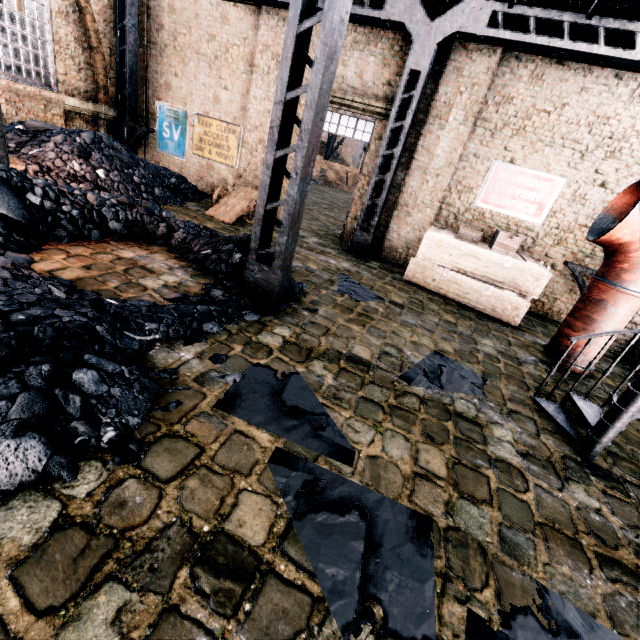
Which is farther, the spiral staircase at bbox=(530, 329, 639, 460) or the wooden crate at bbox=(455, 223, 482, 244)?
the wooden crate at bbox=(455, 223, 482, 244)

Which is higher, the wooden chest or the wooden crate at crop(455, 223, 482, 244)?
the wooden crate at crop(455, 223, 482, 244)

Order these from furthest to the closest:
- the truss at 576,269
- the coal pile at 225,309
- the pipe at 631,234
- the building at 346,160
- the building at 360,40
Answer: the building at 346,160, the building at 360,40, the truss at 576,269, the pipe at 631,234, the coal pile at 225,309

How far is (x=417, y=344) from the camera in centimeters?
571cm

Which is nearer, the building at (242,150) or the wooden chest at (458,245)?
the wooden chest at (458,245)

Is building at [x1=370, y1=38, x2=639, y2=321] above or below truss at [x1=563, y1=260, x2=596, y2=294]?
below

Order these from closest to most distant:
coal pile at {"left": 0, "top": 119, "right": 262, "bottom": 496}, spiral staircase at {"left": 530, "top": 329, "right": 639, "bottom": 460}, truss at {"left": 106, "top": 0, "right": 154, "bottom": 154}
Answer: coal pile at {"left": 0, "top": 119, "right": 262, "bottom": 496}, spiral staircase at {"left": 530, "top": 329, "right": 639, "bottom": 460}, truss at {"left": 106, "top": 0, "right": 154, "bottom": 154}

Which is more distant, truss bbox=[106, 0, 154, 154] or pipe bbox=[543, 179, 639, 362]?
truss bbox=[106, 0, 154, 154]
